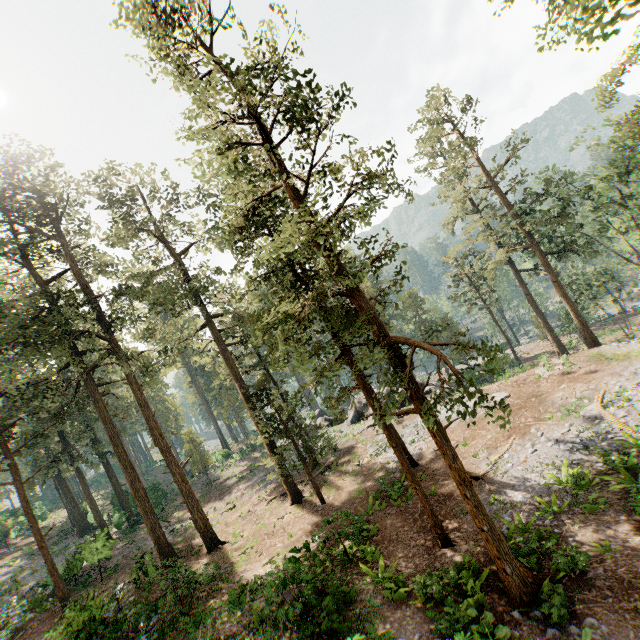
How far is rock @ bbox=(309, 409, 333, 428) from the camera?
40.8 meters

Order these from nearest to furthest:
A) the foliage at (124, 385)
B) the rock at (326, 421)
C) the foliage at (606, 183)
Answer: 1. the foliage at (124, 385)
2. the foliage at (606, 183)
3. the rock at (326, 421)

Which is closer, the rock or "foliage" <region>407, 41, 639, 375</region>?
"foliage" <region>407, 41, 639, 375</region>

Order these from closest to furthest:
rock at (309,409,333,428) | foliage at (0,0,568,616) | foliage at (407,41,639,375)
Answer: foliage at (0,0,568,616) < foliage at (407,41,639,375) < rock at (309,409,333,428)

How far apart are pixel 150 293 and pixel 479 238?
33.1 meters

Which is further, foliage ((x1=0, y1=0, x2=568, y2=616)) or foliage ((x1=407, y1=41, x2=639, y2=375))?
foliage ((x1=407, y1=41, x2=639, y2=375))

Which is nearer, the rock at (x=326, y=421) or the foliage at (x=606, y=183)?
the foliage at (x=606, y=183)

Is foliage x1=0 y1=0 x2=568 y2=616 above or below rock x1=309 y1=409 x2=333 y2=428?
above
